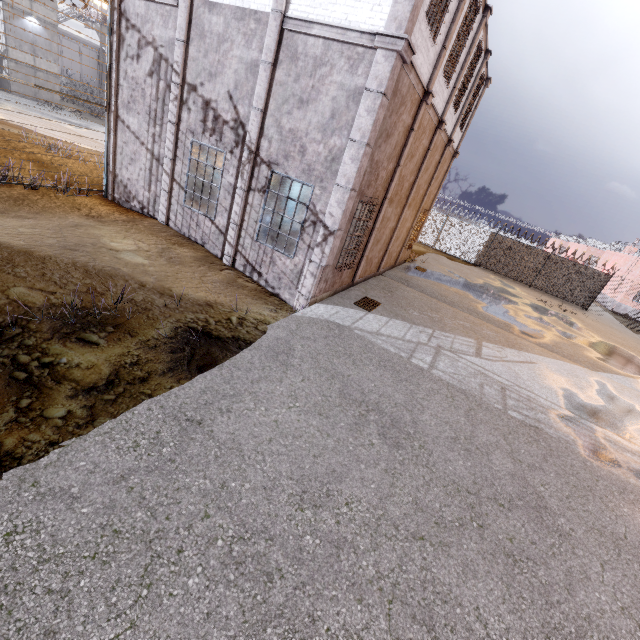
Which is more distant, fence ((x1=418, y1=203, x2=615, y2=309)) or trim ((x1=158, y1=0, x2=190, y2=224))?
fence ((x1=418, y1=203, x2=615, y2=309))

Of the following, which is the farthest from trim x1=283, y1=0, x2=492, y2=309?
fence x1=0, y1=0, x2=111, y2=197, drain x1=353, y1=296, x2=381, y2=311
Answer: drain x1=353, y1=296, x2=381, y2=311

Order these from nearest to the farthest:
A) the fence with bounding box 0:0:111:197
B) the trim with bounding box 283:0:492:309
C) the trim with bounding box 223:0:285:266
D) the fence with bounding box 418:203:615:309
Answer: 1. the trim with bounding box 283:0:492:309
2. the trim with bounding box 223:0:285:266
3. the fence with bounding box 0:0:111:197
4. the fence with bounding box 418:203:615:309

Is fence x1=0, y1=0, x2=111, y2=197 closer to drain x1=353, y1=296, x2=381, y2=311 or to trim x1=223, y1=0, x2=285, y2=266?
trim x1=223, y1=0, x2=285, y2=266

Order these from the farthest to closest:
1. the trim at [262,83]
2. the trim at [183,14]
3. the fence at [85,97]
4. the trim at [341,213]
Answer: the fence at [85,97], the trim at [183,14], the trim at [262,83], the trim at [341,213]

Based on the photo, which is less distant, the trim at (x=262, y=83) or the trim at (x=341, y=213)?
the trim at (x=341, y=213)

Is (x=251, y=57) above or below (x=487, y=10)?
below
